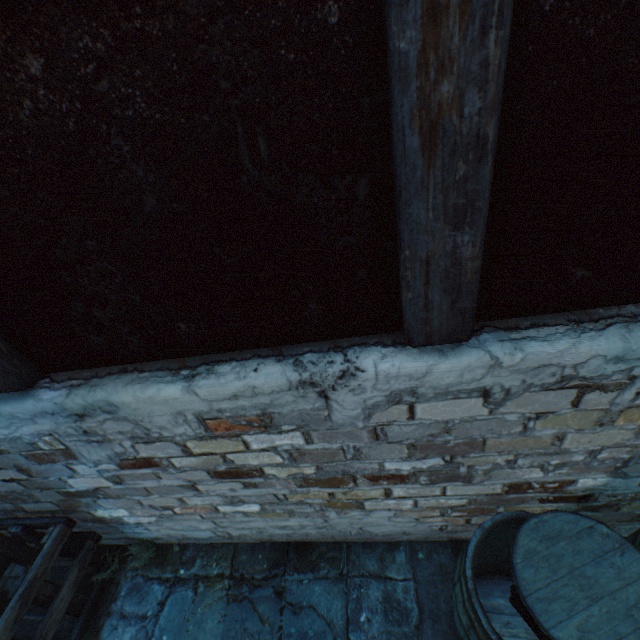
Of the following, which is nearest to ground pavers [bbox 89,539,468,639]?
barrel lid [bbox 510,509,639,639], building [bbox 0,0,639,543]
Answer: building [bbox 0,0,639,543]

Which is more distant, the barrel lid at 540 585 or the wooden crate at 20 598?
the wooden crate at 20 598

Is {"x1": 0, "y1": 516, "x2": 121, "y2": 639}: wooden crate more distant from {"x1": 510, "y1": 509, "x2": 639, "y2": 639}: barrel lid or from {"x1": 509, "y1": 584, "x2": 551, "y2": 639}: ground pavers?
{"x1": 510, "y1": 509, "x2": 639, "y2": 639}: barrel lid

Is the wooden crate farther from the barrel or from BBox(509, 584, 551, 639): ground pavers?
the barrel

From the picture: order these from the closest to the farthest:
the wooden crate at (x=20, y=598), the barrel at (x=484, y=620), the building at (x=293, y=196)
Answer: the building at (x=293, y=196)
the barrel at (x=484, y=620)
the wooden crate at (x=20, y=598)

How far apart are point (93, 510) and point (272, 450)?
1.72m

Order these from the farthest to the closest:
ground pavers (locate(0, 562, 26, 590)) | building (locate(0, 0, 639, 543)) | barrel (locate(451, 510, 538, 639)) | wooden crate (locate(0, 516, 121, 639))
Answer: ground pavers (locate(0, 562, 26, 590))
wooden crate (locate(0, 516, 121, 639))
barrel (locate(451, 510, 538, 639))
building (locate(0, 0, 639, 543))

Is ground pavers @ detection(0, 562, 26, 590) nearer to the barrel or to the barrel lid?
the barrel
